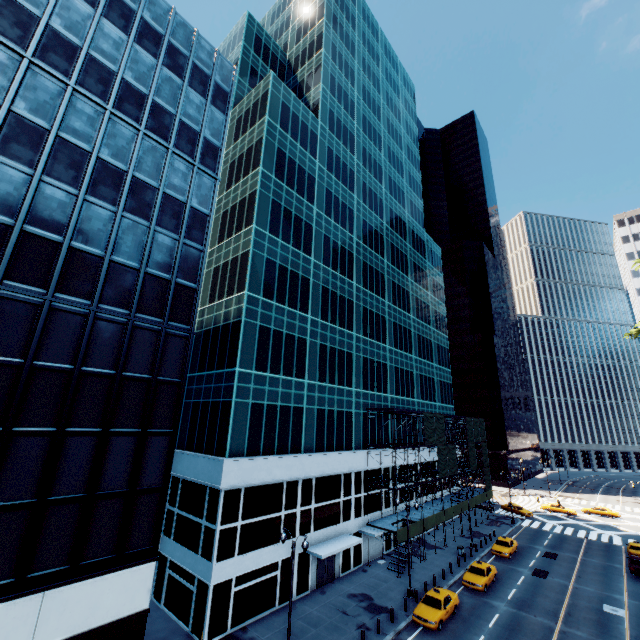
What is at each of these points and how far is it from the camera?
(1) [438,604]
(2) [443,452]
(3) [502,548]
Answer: (1) vehicle, 24.4m
(2) scaffolding, 43.1m
(3) vehicle, 37.0m

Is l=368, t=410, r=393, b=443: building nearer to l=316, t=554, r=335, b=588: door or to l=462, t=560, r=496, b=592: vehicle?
l=316, t=554, r=335, b=588: door

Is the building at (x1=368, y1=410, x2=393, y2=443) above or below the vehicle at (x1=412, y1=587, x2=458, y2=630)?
above

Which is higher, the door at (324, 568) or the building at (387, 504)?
the building at (387, 504)

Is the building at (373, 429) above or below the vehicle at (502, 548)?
above

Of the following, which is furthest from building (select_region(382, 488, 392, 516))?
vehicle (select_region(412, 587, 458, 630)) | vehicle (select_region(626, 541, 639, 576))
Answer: vehicle (select_region(626, 541, 639, 576))

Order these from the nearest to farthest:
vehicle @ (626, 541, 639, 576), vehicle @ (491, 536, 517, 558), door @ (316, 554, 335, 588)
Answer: door @ (316, 554, 335, 588) → vehicle @ (626, 541, 639, 576) → vehicle @ (491, 536, 517, 558)
